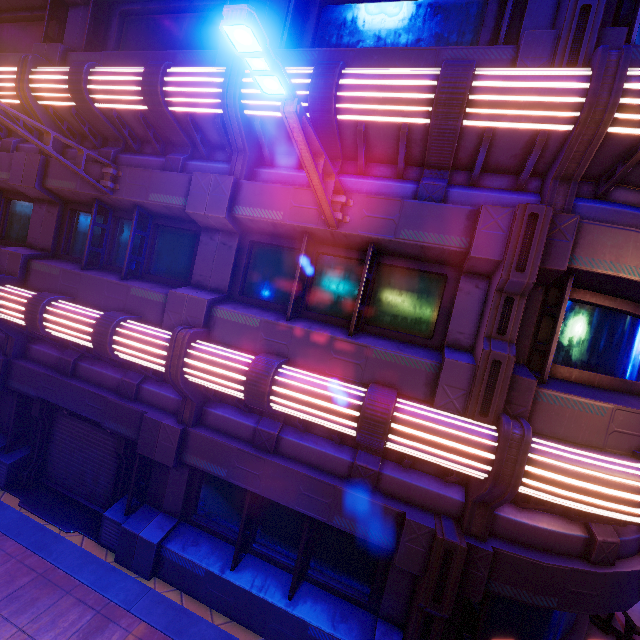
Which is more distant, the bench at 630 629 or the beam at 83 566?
the bench at 630 629

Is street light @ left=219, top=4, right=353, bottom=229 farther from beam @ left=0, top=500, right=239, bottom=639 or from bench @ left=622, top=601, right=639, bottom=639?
bench @ left=622, top=601, right=639, bottom=639

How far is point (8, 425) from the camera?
8.0m

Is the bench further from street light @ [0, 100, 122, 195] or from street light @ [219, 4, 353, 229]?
street light @ [0, 100, 122, 195]

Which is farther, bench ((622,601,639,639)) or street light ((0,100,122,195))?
bench ((622,601,639,639))

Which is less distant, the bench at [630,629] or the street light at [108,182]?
the street light at [108,182]

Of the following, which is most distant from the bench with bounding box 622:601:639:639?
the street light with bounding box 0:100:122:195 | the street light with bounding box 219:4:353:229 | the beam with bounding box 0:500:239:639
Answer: the street light with bounding box 0:100:122:195
